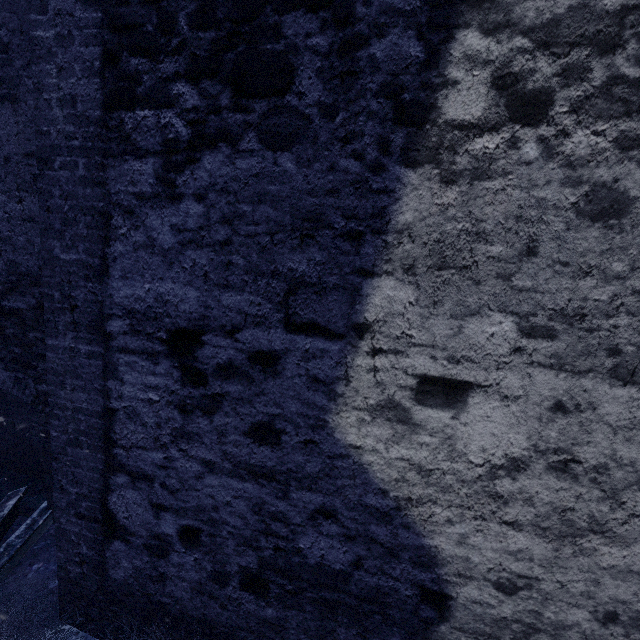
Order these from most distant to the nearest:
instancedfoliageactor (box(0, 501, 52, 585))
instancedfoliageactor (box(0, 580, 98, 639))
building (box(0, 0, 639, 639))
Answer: instancedfoliageactor (box(0, 501, 52, 585)) < instancedfoliageactor (box(0, 580, 98, 639)) < building (box(0, 0, 639, 639))

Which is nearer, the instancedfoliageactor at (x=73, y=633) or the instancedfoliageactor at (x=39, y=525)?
the instancedfoliageactor at (x=73, y=633)

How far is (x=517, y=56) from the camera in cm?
129

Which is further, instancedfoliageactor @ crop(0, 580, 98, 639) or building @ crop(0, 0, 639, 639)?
instancedfoliageactor @ crop(0, 580, 98, 639)

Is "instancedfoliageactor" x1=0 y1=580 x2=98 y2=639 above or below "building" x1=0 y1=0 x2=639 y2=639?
below

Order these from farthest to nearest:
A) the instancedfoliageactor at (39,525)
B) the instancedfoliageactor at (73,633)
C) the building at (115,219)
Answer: the instancedfoliageactor at (39,525) < the instancedfoliageactor at (73,633) < the building at (115,219)

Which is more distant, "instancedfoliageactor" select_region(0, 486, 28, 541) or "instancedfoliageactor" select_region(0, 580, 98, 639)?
"instancedfoliageactor" select_region(0, 486, 28, 541)
